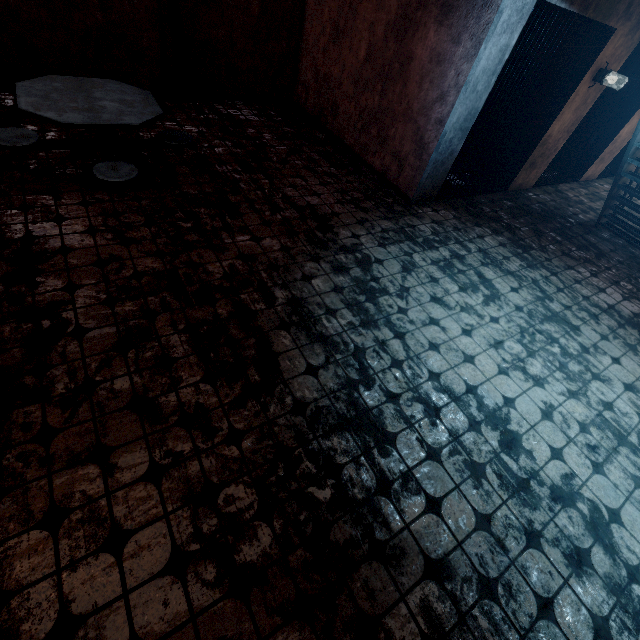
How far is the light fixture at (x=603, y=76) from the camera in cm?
488

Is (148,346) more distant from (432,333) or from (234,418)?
(432,333)

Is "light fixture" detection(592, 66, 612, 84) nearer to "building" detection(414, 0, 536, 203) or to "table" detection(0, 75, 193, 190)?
"building" detection(414, 0, 536, 203)

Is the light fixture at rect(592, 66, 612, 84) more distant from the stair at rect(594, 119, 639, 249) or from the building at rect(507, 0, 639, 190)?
the stair at rect(594, 119, 639, 249)

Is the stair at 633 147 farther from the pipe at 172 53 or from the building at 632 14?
the pipe at 172 53

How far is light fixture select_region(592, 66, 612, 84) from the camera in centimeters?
488cm

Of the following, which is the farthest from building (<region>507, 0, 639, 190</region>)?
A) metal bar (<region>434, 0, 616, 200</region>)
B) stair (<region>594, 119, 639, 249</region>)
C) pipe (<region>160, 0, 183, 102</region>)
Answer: pipe (<region>160, 0, 183, 102</region>)

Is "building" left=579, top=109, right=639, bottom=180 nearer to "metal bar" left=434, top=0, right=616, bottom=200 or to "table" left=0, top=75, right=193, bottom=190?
"metal bar" left=434, top=0, right=616, bottom=200
